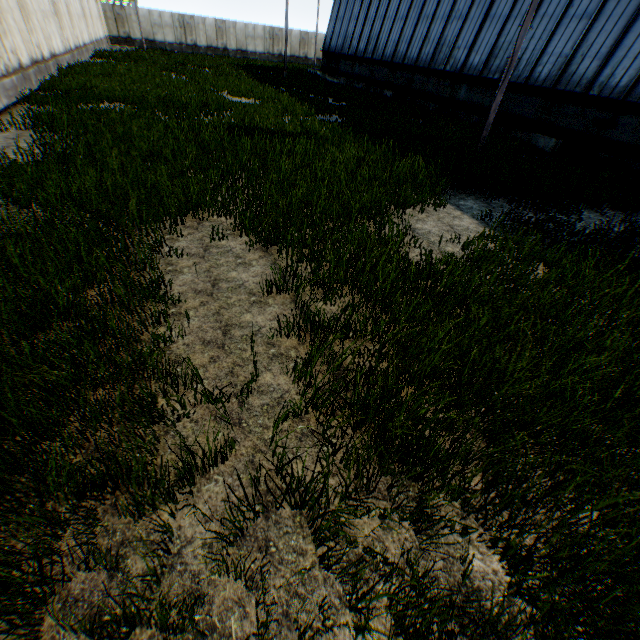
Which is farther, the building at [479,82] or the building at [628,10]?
the building at [479,82]

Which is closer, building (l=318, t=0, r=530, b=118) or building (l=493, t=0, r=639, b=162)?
building (l=493, t=0, r=639, b=162)

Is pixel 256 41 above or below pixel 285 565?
above
